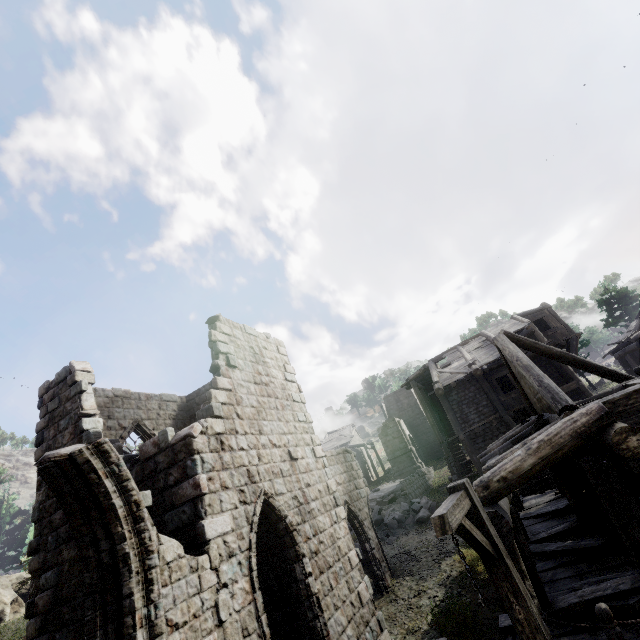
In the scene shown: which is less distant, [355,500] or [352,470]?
[355,500]

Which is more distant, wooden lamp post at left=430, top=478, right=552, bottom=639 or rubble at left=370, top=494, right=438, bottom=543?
rubble at left=370, top=494, right=438, bottom=543

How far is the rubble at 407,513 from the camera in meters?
18.2 m

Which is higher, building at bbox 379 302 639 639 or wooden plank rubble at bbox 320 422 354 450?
wooden plank rubble at bbox 320 422 354 450

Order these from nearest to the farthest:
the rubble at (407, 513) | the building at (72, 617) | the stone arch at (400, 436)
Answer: the building at (72, 617) → the rubble at (407, 513) → the stone arch at (400, 436)

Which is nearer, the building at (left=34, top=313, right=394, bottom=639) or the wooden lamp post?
the wooden lamp post

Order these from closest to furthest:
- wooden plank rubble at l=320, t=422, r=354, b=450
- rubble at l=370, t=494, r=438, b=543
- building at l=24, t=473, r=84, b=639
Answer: building at l=24, t=473, r=84, b=639 < rubble at l=370, t=494, r=438, b=543 < wooden plank rubble at l=320, t=422, r=354, b=450

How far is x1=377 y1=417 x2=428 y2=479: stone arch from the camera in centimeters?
3466cm
